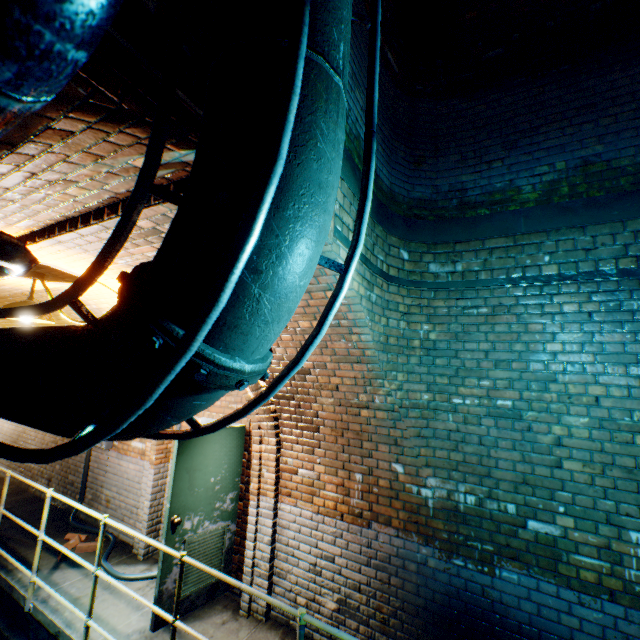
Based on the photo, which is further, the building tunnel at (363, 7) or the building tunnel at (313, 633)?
the building tunnel at (313, 633)

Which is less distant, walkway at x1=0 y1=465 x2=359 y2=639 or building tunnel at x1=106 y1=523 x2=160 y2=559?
walkway at x1=0 y1=465 x2=359 y2=639

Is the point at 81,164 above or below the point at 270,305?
above

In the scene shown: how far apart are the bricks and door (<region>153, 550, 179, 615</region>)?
2.1m

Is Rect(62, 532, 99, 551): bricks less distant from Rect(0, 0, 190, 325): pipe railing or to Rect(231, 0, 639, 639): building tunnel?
Rect(231, 0, 639, 639): building tunnel

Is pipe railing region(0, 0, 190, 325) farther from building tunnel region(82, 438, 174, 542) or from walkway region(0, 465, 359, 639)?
walkway region(0, 465, 359, 639)

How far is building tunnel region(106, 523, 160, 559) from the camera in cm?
483

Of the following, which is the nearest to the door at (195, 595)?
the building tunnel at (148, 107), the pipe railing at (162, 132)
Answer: the building tunnel at (148, 107)
